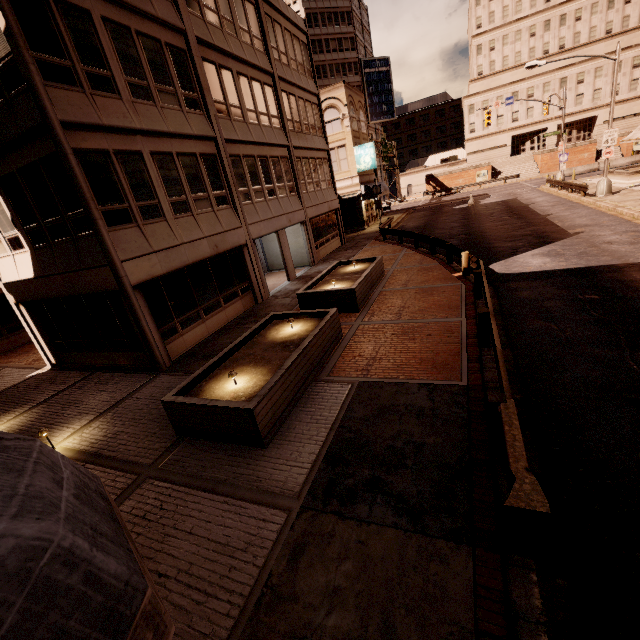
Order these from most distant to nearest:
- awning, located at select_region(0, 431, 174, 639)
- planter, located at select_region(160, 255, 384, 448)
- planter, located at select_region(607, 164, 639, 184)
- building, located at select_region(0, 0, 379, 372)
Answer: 1. planter, located at select_region(607, 164, 639, 184)
2. building, located at select_region(0, 0, 379, 372)
3. planter, located at select_region(160, 255, 384, 448)
4. awning, located at select_region(0, 431, 174, 639)

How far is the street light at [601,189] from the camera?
23.1 meters

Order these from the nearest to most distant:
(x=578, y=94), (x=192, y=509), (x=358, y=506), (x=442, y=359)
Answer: (x=358, y=506) < (x=192, y=509) < (x=442, y=359) < (x=578, y=94)

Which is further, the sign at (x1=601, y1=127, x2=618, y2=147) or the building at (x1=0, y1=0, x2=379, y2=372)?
the sign at (x1=601, y1=127, x2=618, y2=147)

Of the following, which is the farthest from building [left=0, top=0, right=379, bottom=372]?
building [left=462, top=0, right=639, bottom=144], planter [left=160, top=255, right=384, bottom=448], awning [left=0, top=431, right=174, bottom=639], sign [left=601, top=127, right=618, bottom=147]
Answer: building [left=462, top=0, right=639, bottom=144]

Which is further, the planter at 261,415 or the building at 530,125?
the building at 530,125

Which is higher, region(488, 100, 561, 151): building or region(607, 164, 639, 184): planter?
region(488, 100, 561, 151): building

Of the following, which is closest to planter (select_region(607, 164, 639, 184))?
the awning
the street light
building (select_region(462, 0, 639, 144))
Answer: the street light
